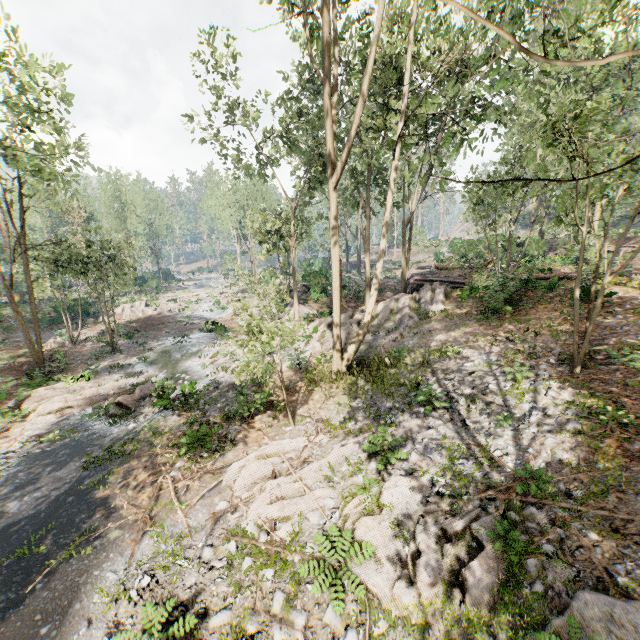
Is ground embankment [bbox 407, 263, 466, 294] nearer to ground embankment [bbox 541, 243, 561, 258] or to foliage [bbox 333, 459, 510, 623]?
foliage [bbox 333, 459, 510, 623]

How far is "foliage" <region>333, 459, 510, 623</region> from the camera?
6.5 meters

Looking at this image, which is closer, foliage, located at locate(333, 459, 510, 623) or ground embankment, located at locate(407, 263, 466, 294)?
foliage, located at locate(333, 459, 510, 623)

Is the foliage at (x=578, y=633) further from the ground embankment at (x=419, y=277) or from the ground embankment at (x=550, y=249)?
the ground embankment at (x=550, y=249)

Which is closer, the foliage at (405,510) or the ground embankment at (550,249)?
the foliage at (405,510)

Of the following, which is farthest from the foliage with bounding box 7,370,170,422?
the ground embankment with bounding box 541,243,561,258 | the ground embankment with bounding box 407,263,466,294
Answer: the ground embankment with bounding box 541,243,561,258

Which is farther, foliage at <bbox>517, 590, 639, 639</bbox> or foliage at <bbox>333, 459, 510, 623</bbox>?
foliage at <bbox>333, 459, 510, 623</bbox>

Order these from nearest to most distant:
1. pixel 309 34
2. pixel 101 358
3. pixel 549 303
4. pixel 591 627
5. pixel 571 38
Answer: pixel 591 627
pixel 309 34
pixel 549 303
pixel 101 358
pixel 571 38
